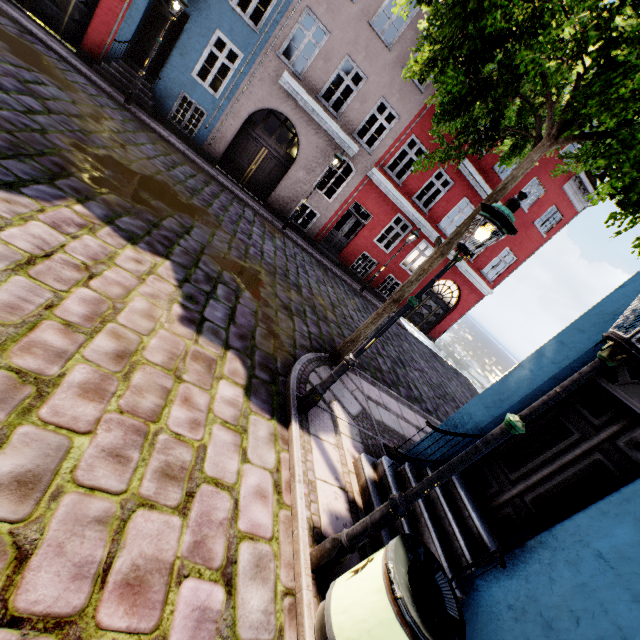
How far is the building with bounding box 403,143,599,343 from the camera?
15.7m

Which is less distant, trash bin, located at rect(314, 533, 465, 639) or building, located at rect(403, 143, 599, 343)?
trash bin, located at rect(314, 533, 465, 639)

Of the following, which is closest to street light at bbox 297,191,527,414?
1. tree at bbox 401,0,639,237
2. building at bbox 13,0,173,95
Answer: building at bbox 13,0,173,95

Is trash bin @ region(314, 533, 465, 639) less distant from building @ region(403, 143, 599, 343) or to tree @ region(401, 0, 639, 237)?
building @ region(403, 143, 599, 343)

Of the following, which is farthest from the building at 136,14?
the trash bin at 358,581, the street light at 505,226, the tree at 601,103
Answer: the tree at 601,103

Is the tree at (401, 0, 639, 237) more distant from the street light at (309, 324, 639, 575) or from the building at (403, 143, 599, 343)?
the street light at (309, 324, 639, 575)

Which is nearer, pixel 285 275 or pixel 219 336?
pixel 219 336

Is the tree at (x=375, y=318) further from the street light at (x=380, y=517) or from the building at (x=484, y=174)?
the street light at (x=380, y=517)
